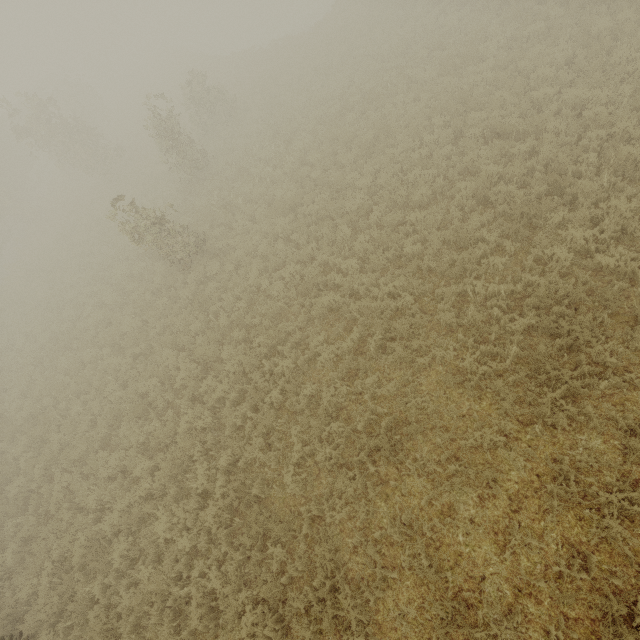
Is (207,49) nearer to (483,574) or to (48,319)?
(48,319)
